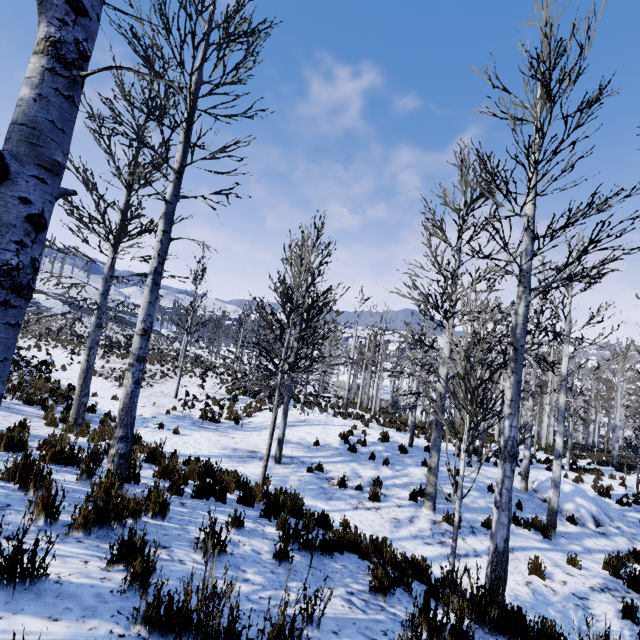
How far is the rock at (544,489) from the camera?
11.8m

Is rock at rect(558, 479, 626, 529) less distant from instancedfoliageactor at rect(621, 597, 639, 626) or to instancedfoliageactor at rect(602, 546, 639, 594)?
instancedfoliageactor at rect(602, 546, 639, 594)

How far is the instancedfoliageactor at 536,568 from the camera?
6.6 meters

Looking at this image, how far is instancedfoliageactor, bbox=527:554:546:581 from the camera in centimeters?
655cm

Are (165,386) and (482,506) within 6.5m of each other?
no

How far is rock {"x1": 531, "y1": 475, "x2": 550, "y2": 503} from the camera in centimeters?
1181cm

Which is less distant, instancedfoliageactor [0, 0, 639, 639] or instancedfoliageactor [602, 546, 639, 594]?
instancedfoliageactor [0, 0, 639, 639]
